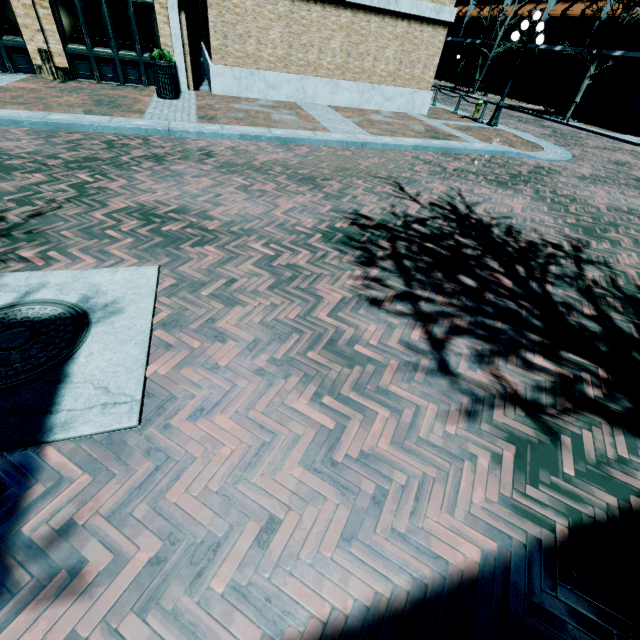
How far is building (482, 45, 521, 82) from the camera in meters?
28.7

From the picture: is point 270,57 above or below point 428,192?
above

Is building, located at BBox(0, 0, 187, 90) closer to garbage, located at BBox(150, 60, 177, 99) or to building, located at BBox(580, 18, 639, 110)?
building, located at BBox(580, 18, 639, 110)

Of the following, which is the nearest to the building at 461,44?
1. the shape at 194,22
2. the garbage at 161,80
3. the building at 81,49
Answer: the building at 81,49

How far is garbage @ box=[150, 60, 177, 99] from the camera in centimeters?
948cm

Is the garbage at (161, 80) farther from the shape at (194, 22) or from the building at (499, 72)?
the shape at (194, 22)

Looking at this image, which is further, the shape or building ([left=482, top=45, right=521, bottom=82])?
building ([left=482, top=45, right=521, bottom=82])
